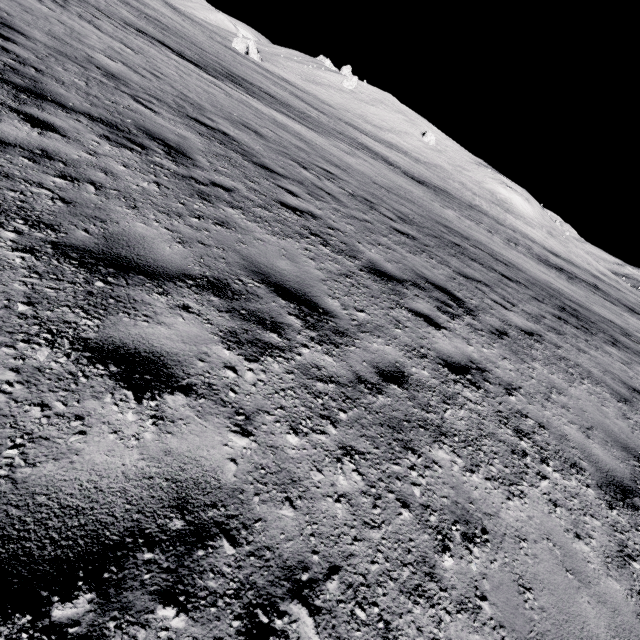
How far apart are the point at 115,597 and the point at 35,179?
3.57m
